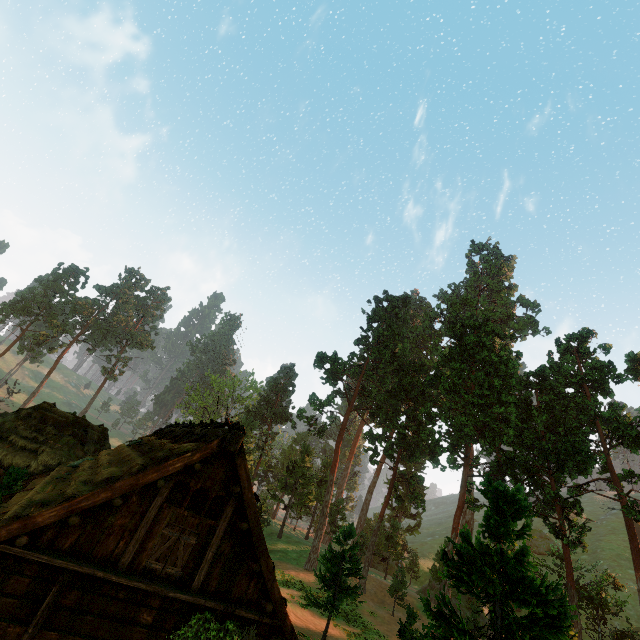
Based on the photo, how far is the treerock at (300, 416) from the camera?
40.7m

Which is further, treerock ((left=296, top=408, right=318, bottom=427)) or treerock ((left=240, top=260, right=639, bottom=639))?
treerock ((left=296, top=408, right=318, bottom=427))

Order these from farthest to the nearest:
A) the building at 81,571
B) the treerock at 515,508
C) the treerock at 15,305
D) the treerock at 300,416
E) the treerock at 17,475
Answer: the treerock at 15,305 < the treerock at 300,416 < the treerock at 17,475 < the treerock at 515,508 < the building at 81,571

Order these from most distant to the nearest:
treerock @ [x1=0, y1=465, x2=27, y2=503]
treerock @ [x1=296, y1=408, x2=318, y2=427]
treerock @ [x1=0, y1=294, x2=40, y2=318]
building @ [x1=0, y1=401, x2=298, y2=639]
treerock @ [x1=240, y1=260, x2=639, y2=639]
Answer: treerock @ [x1=0, y1=294, x2=40, y2=318] < treerock @ [x1=296, y1=408, x2=318, y2=427] < treerock @ [x1=0, y1=465, x2=27, y2=503] < treerock @ [x1=240, y1=260, x2=639, y2=639] < building @ [x1=0, y1=401, x2=298, y2=639]

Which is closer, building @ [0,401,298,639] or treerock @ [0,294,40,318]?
building @ [0,401,298,639]

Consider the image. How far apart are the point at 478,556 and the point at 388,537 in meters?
34.1
